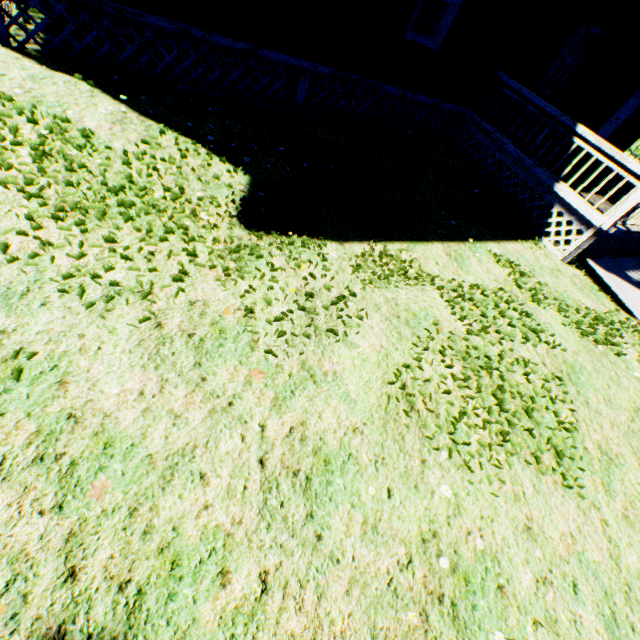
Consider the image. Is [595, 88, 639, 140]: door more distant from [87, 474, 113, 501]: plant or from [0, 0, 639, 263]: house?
[87, 474, 113, 501]: plant

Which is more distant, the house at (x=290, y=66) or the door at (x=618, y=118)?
the door at (x=618, y=118)

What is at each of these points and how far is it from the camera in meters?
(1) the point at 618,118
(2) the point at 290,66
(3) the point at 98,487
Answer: (1) door, 11.9 m
(2) house, 6.6 m
(3) plant, 2.1 m

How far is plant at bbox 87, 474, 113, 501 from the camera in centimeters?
205cm

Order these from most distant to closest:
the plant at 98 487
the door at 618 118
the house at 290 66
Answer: the door at 618 118 < the house at 290 66 < the plant at 98 487

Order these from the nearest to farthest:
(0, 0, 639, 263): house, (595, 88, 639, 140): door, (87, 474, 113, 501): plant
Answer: (87, 474, 113, 501): plant, (0, 0, 639, 263): house, (595, 88, 639, 140): door

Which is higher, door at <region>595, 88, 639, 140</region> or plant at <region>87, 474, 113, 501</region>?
door at <region>595, 88, 639, 140</region>

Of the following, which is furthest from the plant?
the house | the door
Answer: the door
